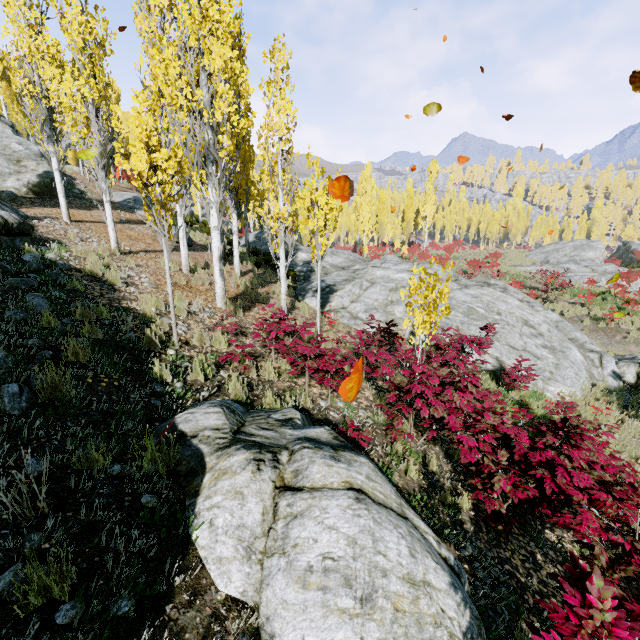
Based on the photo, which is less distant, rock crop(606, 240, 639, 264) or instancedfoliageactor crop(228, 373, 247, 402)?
instancedfoliageactor crop(228, 373, 247, 402)

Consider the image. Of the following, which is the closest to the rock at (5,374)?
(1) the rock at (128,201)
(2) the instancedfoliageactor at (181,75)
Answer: (2) the instancedfoliageactor at (181,75)

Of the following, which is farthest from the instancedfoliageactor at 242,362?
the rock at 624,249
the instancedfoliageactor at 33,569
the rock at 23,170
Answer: the rock at 624,249

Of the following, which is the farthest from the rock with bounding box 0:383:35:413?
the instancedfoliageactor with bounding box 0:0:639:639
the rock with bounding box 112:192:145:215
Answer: the rock with bounding box 112:192:145:215

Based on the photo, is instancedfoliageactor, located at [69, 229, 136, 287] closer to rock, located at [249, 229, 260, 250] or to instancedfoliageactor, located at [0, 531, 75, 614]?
rock, located at [249, 229, 260, 250]

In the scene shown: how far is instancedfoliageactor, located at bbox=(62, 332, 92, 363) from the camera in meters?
4.0

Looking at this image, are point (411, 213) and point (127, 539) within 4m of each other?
no
